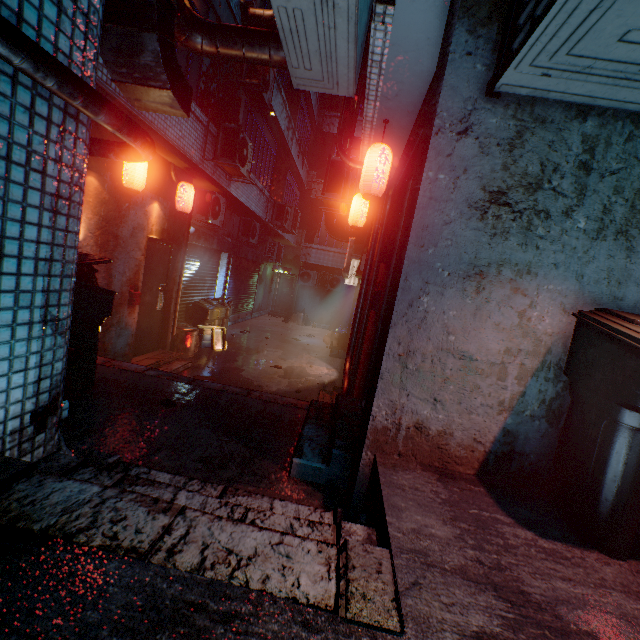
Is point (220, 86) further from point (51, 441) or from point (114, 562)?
point (114, 562)

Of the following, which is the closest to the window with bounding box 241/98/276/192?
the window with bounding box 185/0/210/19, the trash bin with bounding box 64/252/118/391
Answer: the window with bounding box 185/0/210/19

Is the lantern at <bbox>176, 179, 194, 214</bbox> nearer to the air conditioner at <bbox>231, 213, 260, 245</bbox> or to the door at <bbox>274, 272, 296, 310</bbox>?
the air conditioner at <bbox>231, 213, 260, 245</bbox>

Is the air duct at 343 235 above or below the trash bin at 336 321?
above

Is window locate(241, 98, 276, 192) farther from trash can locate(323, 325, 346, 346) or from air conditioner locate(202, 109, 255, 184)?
trash can locate(323, 325, 346, 346)

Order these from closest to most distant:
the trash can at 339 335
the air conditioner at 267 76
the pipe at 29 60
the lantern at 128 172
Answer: the pipe at 29 60 → the lantern at 128 172 → the air conditioner at 267 76 → the trash can at 339 335

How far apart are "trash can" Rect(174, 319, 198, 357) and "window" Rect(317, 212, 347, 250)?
9.1 meters

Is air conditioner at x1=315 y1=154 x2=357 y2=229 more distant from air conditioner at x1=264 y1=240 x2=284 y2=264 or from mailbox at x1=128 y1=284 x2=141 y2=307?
air conditioner at x1=264 y1=240 x2=284 y2=264
